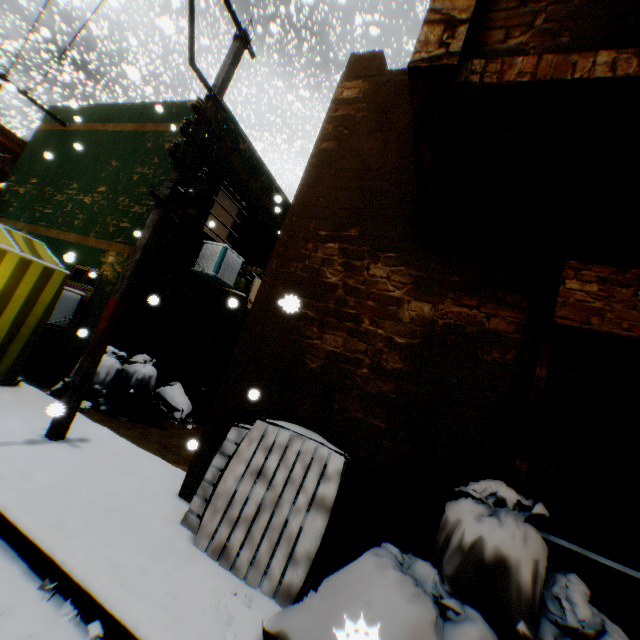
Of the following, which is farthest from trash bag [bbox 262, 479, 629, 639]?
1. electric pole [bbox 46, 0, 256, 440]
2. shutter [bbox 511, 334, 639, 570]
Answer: electric pole [bbox 46, 0, 256, 440]

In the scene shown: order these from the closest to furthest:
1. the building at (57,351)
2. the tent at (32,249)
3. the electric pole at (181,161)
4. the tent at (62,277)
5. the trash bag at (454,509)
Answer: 1. the trash bag at (454,509)
2. the electric pole at (181,161)
3. the tent at (62,277)
4. the tent at (32,249)
5. the building at (57,351)

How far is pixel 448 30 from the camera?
1.9 meters

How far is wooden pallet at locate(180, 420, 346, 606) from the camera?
2.6 meters

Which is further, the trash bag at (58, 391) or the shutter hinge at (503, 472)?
the trash bag at (58, 391)

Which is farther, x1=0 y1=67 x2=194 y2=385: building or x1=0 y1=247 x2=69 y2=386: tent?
x1=0 y1=67 x2=194 y2=385: building

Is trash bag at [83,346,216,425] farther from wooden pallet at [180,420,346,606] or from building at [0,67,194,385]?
wooden pallet at [180,420,346,606]

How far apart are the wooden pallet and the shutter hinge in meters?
1.2 m
